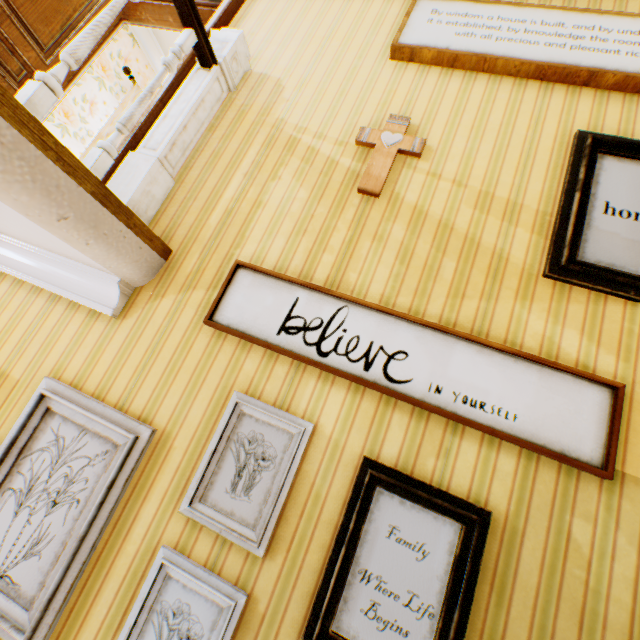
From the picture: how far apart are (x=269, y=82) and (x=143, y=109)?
1.07m

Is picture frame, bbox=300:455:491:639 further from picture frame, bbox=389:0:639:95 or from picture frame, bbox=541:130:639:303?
picture frame, bbox=389:0:639:95

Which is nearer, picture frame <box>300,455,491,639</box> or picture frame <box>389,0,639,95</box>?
picture frame <box>300,455,491,639</box>

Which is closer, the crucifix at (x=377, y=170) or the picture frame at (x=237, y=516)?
the picture frame at (x=237, y=516)

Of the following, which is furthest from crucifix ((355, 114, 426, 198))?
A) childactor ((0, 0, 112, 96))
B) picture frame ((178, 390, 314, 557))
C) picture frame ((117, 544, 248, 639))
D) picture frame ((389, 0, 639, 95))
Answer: childactor ((0, 0, 112, 96))

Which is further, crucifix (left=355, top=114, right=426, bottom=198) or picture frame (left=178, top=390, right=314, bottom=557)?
crucifix (left=355, top=114, right=426, bottom=198)

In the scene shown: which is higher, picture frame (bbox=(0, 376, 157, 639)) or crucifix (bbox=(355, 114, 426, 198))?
crucifix (bbox=(355, 114, 426, 198))

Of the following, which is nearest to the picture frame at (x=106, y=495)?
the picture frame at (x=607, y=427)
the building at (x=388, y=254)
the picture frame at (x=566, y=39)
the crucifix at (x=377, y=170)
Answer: the building at (x=388, y=254)
